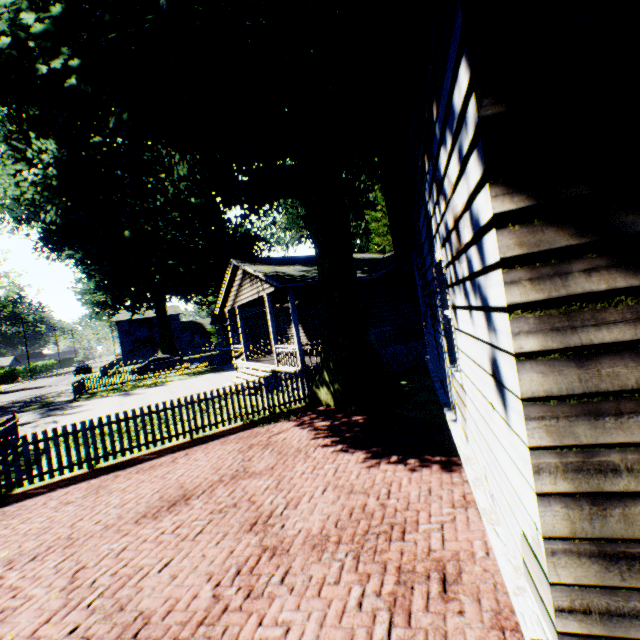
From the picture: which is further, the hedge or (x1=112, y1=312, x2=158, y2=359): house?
(x1=112, y1=312, x2=158, y2=359): house

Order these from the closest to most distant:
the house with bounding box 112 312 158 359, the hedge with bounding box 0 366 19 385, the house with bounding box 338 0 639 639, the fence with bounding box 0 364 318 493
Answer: the house with bounding box 338 0 639 639 → the fence with bounding box 0 364 318 493 → the hedge with bounding box 0 366 19 385 → the house with bounding box 112 312 158 359

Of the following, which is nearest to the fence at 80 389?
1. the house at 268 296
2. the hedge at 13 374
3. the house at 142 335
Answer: Answer: the house at 268 296

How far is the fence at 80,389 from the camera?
24.78m

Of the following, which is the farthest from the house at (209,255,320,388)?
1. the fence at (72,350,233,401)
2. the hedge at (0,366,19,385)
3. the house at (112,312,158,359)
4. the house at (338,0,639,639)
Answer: the hedge at (0,366,19,385)

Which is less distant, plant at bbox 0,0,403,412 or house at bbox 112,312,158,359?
plant at bbox 0,0,403,412

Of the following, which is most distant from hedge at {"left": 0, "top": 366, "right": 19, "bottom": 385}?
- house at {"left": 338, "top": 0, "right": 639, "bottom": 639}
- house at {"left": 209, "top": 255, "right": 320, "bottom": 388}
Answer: house at {"left": 338, "top": 0, "right": 639, "bottom": 639}

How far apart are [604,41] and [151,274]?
45.52m
